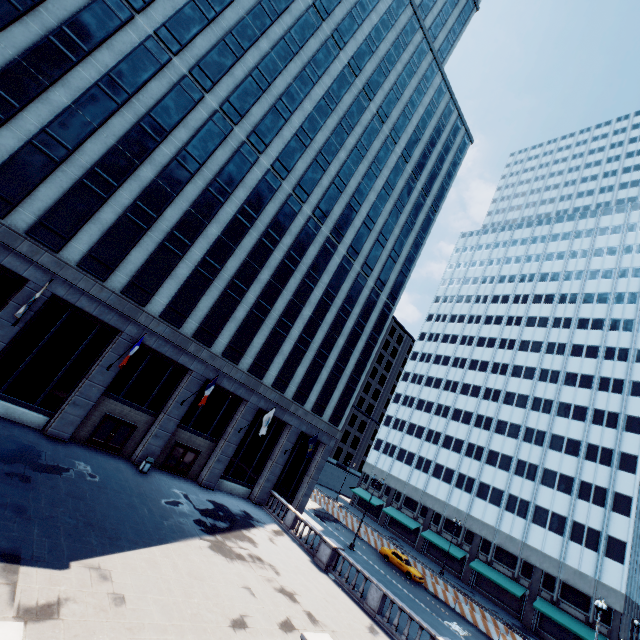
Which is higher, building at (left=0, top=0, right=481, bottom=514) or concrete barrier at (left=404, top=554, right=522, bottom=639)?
building at (left=0, top=0, right=481, bottom=514)

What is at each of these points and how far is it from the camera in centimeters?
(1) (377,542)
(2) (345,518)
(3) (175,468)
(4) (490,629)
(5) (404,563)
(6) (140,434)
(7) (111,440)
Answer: (1) concrete barrier, 4003cm
(2) concrete barrier, 4447cm
(3) door, 2642cm
(4) concrete barrier, 2945cm
(5) vehicle, 3475cm
(6) building, 2483cm
(7) door, 2348cm

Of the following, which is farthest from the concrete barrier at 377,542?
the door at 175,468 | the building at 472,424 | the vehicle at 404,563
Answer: the door at 175,468

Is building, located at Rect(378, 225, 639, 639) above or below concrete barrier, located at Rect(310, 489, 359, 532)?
above

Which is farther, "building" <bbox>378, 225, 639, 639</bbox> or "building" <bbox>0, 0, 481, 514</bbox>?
"building" <bbox>378, 225, 639, 639</bbox>

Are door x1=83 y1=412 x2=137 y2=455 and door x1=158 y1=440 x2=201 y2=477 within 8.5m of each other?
yes

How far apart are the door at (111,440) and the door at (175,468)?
3.0m

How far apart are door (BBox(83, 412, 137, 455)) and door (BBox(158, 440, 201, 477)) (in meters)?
2.98
